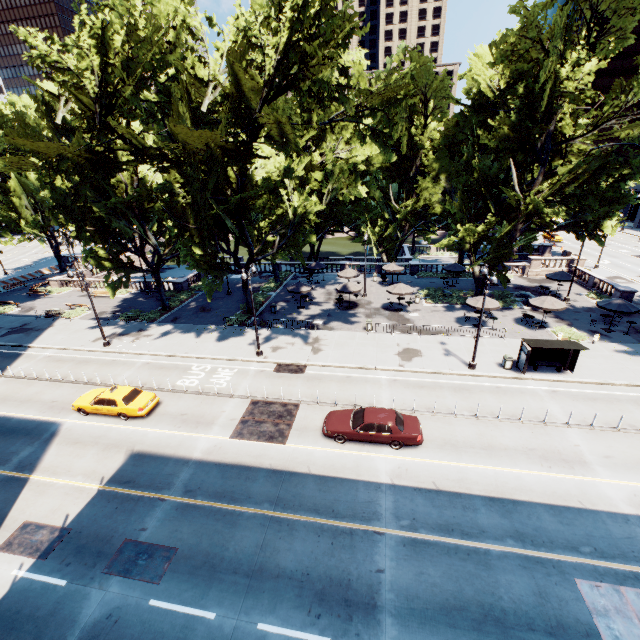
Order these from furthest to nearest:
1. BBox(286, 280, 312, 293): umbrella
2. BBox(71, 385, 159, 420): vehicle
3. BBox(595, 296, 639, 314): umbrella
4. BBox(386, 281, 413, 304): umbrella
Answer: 1. BBox(286, 280, 312, 293): umbrella
2. BBox(386, 281, 413, 304): umbrella
3. BBox(595, 296, 639, 314): umbrella
4. BBox(71, 385, 159, 420): vehicle

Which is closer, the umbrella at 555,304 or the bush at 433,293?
the umbrella at 555,304

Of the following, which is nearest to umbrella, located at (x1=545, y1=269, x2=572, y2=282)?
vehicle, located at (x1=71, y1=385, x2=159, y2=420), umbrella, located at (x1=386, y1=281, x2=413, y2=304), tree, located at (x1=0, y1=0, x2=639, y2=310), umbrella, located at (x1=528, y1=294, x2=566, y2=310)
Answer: tree, located at (x1=0, y1=0, x2=639, y2=310)

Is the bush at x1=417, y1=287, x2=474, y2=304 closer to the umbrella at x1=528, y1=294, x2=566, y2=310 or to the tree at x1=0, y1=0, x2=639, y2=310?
the tree at x1=0, y1=0, x2=639, y2=310

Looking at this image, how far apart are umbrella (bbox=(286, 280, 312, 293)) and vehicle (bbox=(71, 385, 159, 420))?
17.0 meters

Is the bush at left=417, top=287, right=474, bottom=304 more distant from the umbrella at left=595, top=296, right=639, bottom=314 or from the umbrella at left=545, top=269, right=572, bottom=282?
the umbrella at left=595, top=296, right=639, bottom=314

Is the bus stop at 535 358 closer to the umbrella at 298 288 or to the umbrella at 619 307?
the umbrella at 619 307

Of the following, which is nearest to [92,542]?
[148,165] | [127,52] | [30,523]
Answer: [30,523]
